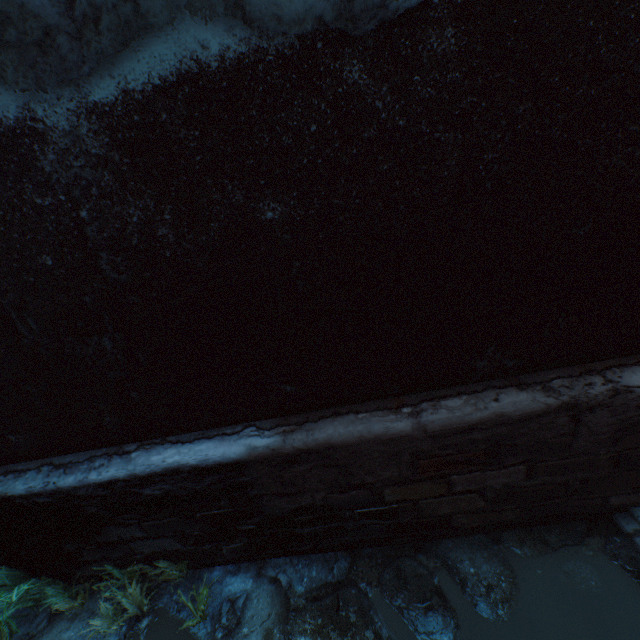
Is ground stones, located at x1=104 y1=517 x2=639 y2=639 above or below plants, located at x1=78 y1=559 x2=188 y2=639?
below

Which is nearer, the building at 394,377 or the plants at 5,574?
the building at 394,377

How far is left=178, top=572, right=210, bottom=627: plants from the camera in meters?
1.7

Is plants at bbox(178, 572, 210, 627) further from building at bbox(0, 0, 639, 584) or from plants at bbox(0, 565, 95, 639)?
plants at bbox(0, 565, 95, 639)

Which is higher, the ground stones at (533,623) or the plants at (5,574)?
the plants at (5,574)

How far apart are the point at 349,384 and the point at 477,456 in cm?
70

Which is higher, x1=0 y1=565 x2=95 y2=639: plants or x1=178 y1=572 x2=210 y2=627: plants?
x1=178 y1=572 x2=210 y2=627: plants
